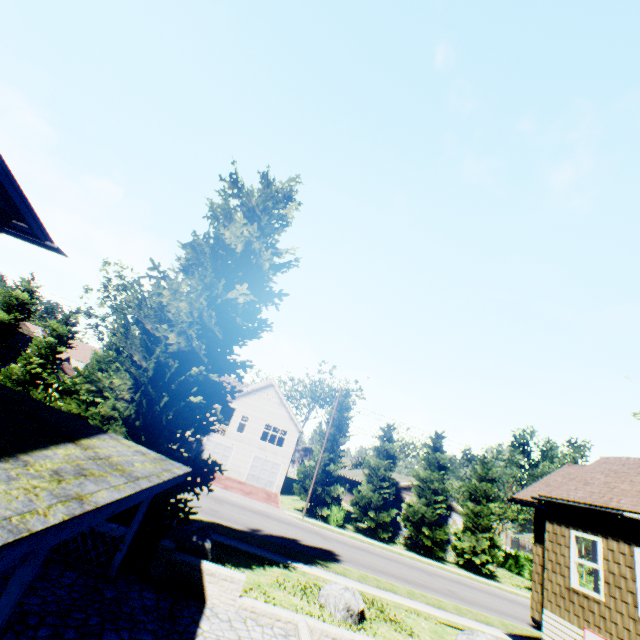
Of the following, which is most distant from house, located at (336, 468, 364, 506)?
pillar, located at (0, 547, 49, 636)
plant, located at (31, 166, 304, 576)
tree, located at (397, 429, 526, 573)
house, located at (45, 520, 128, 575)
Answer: pillar, located at (0, 547, 49, 636)

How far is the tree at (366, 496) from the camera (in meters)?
29.91

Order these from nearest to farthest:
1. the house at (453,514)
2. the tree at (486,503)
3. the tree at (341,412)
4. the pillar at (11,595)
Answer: the pillar at (11,595) → the tree at (341,412) → the tree at (486,503) → the house at (453,514)

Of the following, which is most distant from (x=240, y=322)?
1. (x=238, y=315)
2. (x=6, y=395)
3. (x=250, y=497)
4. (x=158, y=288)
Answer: Answer: (x=250, y=497)

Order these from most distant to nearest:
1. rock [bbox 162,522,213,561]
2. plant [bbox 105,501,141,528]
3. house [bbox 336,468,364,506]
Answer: house [bbox 336,468,364,506] → rock [bbox 162,522,213,561] → plant [bbox 105,501,141,528]

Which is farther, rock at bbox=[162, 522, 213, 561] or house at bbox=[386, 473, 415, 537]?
house at bbox=[386, 473, 415, 537]

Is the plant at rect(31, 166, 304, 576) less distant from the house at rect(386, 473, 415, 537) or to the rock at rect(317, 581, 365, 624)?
the rock at rect(317, 581, 365, 624)

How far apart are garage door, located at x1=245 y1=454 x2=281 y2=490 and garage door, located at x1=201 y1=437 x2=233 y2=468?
2.2 meters
